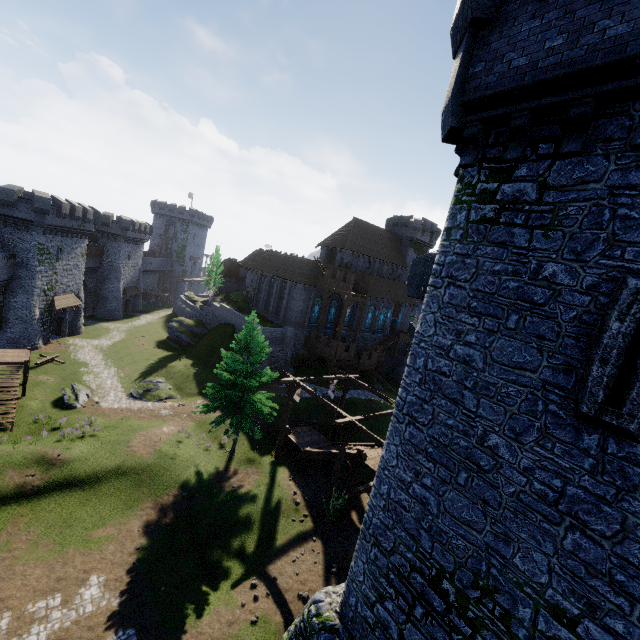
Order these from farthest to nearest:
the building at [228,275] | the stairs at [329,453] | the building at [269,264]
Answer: the building at [228,275] < the building at [269,264] < the stairs at [329,453]

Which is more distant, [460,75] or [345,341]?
[345,341]

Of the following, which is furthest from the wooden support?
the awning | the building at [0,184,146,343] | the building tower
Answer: the awning

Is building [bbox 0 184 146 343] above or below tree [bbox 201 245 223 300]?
below

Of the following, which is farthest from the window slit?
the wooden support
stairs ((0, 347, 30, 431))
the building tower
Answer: stairs ((0, 347, 30, 431))

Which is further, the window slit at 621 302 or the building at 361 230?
the building at 361 230

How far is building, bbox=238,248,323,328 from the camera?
41.3m

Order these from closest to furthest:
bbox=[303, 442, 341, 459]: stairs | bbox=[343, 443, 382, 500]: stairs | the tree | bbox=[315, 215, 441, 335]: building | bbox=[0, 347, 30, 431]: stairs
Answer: bbox=[343, 443, 382, 500]: stairs < bbox=[303, 442, 341, 459]: stairs < bbox=[0, 347, 30, 431]: stairs < bbox=[315, 215, 441, 335]: building < the tree
